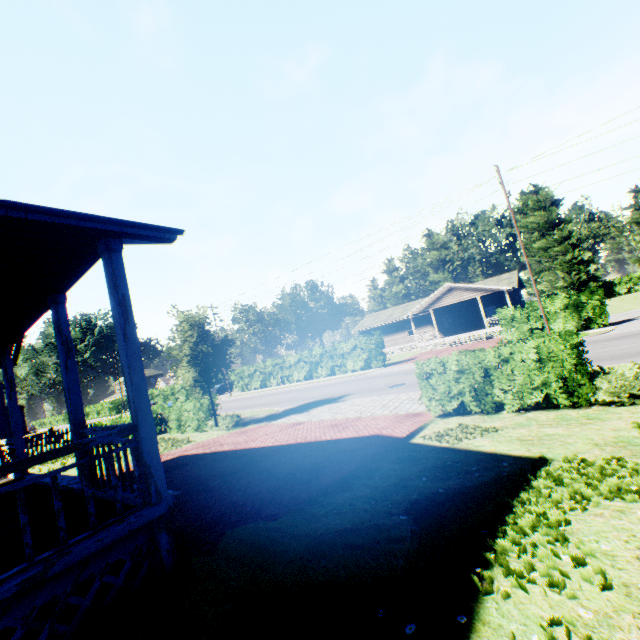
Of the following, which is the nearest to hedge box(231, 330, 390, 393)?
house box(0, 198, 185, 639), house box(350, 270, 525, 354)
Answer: house box(350, 270, 525, 354)

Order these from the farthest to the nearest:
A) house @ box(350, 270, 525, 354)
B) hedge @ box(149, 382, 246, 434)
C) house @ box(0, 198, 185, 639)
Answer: house @ box(350, 270, 525, 354)
hedge @ box(149, 382, 246, 434)
house @ box(0, 198, 185, 639)

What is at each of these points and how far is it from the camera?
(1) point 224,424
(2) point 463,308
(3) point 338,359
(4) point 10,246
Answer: (1) hedge, 16.6 meters
(2) house, 38.5 meters
(3) hedge, 32.5 meters
(4) house, 3.8 meters

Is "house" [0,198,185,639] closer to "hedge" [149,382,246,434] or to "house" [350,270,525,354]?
"hedge" [149,382,246,434]

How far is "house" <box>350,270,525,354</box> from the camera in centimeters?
3338cm

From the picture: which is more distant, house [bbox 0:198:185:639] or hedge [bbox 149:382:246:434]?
hedge [bbox 149:382:246:434]

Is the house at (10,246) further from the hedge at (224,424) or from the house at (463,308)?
the house at (463,308)
